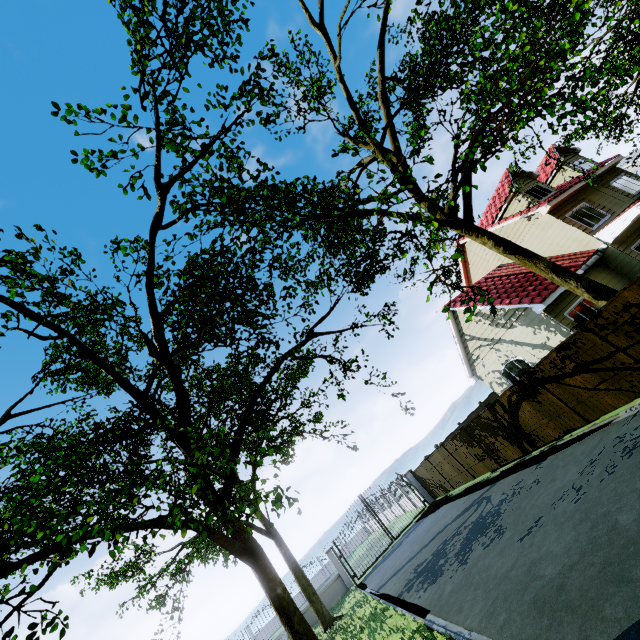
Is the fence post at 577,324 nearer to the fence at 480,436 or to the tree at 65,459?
the fence at 480,436

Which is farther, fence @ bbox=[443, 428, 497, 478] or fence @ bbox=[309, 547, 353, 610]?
fence @ bbox=[309, 547, 353, 610]

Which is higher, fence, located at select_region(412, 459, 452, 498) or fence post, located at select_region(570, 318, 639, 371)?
fence post, located at select_region(570, 318, 639, 371)

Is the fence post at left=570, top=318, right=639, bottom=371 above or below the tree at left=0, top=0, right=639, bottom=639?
below

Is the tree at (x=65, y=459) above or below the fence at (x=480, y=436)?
above

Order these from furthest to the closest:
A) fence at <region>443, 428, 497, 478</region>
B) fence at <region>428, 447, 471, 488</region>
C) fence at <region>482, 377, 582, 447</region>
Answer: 1. fence at <region>428, 447, 471, 488</region>
2. fence at <region>443, 428, 497, 478</region>
3. fence at <region>482, 377, 582, 447</region>

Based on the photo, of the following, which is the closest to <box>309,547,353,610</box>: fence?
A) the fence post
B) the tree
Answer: the fence post

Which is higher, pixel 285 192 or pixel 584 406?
pixel 285 192
